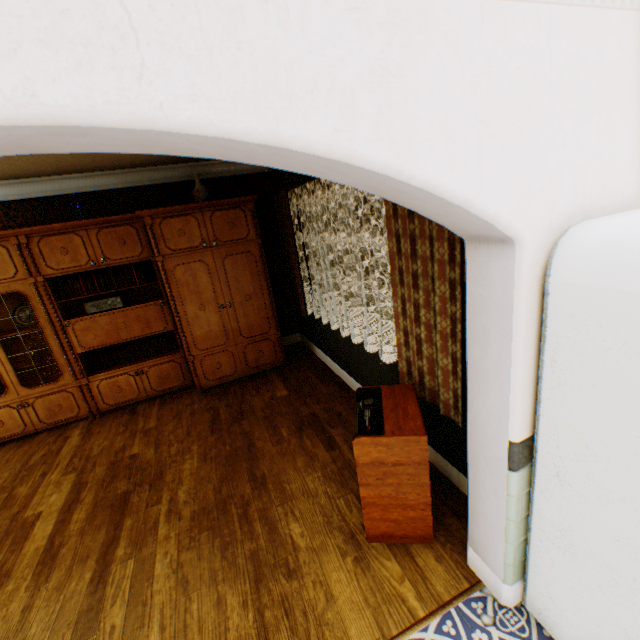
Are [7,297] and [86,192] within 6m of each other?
yes

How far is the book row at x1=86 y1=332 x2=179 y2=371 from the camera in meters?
4.5

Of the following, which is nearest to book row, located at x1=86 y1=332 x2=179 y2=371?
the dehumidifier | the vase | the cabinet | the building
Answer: the cabinet

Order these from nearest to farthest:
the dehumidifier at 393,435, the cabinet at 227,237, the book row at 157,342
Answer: the dehumidifier at 393,435 → the cabinet at 227,237 → the book row at 157,342

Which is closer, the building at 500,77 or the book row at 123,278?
the building at 500,77

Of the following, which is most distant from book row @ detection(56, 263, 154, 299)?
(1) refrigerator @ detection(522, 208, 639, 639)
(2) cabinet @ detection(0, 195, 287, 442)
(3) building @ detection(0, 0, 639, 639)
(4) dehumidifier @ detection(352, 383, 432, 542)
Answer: (1) refrigerator @ detection(522, 208, 639, 639)

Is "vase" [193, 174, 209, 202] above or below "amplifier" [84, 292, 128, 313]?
above

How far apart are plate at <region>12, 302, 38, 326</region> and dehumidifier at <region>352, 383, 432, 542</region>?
A: 4.4m
